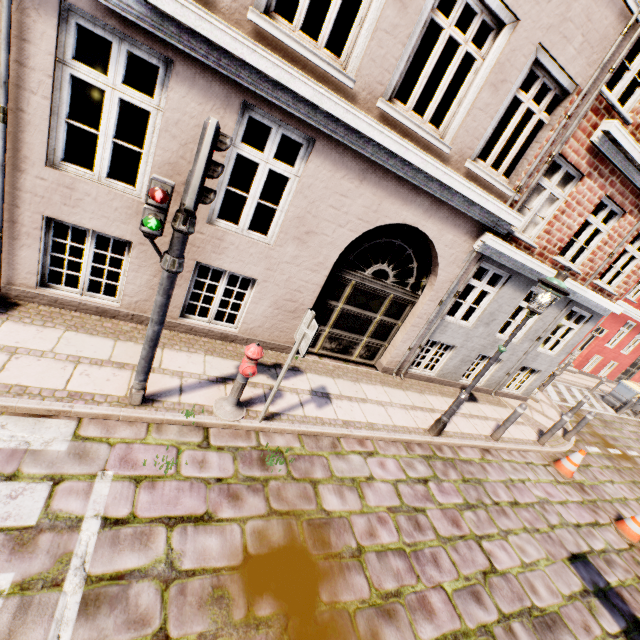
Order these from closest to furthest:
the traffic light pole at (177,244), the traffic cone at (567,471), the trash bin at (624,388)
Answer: the traffic light pole at (177,244)
the traffic cone at (567,471)
the trash bin at (624,388)

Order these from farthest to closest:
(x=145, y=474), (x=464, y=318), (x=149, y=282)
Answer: (x=464, y=318) < (x=149, y=282) < (x=145, y=474)

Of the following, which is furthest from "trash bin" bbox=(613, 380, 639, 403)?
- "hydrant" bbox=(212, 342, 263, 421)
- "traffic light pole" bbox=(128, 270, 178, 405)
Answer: "traffic light pole" bbox=(128, 270, 178, 405)

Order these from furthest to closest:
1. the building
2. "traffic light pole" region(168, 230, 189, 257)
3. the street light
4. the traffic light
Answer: the street light < the building < "traffic light pole" region(168, 230, 189, 257) < the traffic light

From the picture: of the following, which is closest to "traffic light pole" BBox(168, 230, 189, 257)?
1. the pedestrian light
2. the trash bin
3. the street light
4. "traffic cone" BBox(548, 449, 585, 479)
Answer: the pedestrian light

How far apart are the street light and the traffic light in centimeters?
505cm

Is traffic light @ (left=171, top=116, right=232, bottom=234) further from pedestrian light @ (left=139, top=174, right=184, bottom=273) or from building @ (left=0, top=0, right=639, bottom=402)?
building @ (left=0, top=0, right=639, bottom=402)

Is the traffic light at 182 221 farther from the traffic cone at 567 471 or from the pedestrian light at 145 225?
the traffic cone at 567 471
